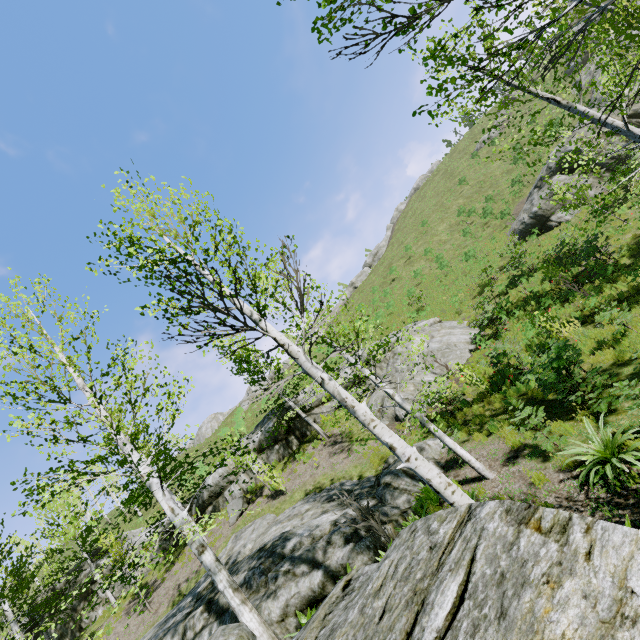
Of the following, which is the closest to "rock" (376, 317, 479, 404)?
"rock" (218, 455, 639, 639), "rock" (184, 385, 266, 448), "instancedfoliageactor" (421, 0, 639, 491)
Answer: "instancedfoliageactor" (421, 0, 639, 491)

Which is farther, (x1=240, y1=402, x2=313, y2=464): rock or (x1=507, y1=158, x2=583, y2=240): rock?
(x1=507, y1=158, x2=583, y2=240): rock

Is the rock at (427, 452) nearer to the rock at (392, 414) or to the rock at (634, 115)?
the rock at (392, 414)

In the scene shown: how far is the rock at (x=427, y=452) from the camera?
9.8 meters

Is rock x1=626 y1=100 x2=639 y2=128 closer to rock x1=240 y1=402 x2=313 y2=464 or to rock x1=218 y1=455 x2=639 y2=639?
rock x1=240 y1=402 x2=313 y2=464

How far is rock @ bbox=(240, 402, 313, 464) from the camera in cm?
2039

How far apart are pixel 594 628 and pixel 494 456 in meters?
8.5

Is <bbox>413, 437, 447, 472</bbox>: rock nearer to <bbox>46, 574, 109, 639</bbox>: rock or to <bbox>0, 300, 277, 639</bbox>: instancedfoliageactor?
<bbox>0, 300, 277, 639</bbox>: instancedfoliageactor
